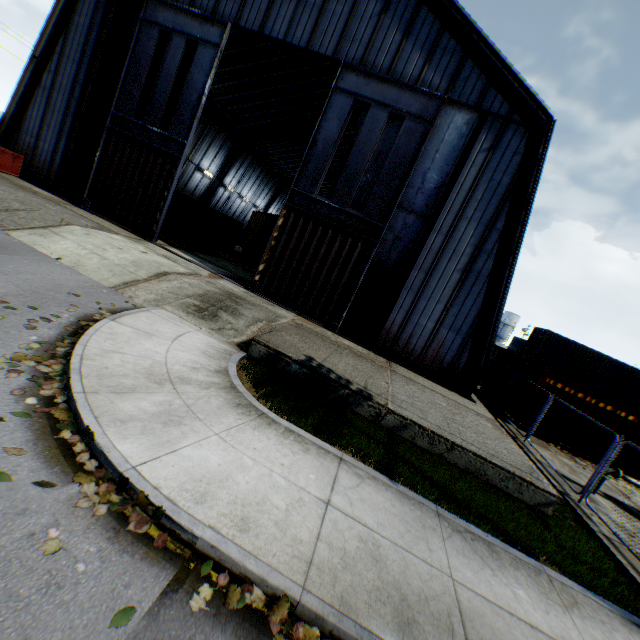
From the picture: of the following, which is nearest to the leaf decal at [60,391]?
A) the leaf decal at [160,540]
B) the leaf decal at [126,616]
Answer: the leaf decal at [160,540]

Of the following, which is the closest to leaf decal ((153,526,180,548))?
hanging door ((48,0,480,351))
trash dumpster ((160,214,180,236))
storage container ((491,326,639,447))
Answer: hanging door ((48,0,480,351))

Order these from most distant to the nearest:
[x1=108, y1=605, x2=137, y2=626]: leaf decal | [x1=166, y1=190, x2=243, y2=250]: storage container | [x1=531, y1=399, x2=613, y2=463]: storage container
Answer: [x1=166, y1=190, x2=243, y2=250]: storage container → [x1=531, y1=399, x2=613, y2=463]: storage container → [x1=108, y1=605, x2=137, y2=626]: leaf decal

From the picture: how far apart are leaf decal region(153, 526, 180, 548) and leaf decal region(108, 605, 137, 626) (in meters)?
0.54

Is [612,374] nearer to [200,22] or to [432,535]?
[432,535]

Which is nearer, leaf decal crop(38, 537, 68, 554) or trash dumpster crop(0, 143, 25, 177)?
leaf decal crop(38, 537, 68, 554)

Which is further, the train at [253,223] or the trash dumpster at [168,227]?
the train at [253,223]

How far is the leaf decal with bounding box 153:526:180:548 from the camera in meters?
3.2 m
